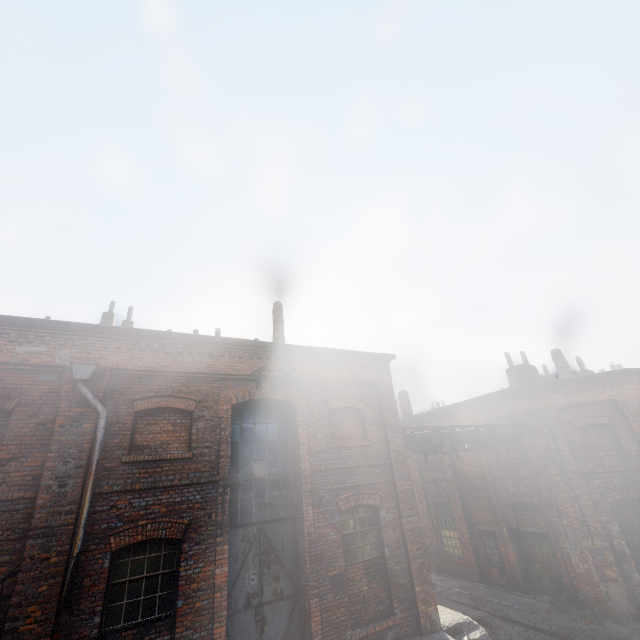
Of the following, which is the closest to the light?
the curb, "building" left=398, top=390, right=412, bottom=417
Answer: the curb

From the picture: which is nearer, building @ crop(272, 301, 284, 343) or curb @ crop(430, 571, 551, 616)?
curb @ crop(430, 571, 551, 616)

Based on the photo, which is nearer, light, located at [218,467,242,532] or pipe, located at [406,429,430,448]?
light, located at [218,467,242,532]

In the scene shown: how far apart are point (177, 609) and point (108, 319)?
11.86m

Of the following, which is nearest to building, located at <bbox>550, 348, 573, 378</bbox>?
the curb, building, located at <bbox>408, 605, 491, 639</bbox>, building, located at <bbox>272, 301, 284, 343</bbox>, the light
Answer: the curb

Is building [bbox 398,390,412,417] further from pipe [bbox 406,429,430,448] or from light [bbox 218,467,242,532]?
light [bbox 218,467,242,532]

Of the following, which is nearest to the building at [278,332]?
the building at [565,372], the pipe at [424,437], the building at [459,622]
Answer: the pipe at [424,437]

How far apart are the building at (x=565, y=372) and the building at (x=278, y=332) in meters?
16.0
